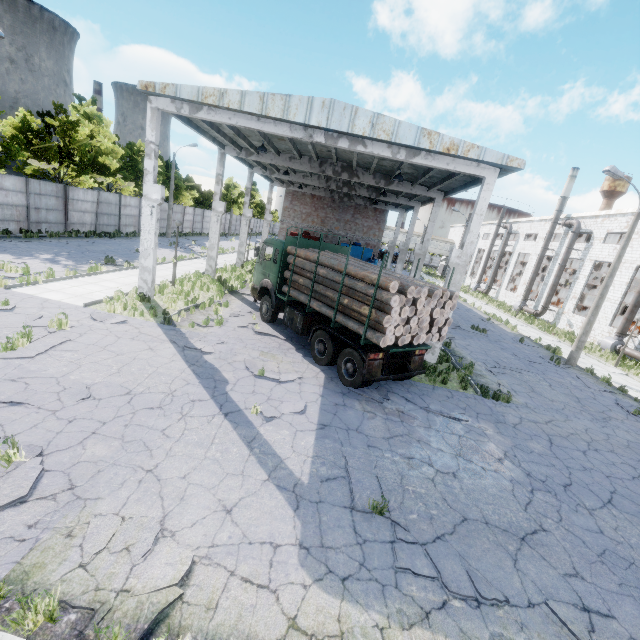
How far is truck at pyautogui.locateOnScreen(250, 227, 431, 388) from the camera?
9.5m

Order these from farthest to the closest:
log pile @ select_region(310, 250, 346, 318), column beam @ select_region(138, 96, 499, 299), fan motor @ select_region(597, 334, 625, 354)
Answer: fan motor @ select_region(597, 334, 625, 354) < column beam @ select_region(138, 96, 499, 299) < log pile @ select_region(310, 250, 346, 318)

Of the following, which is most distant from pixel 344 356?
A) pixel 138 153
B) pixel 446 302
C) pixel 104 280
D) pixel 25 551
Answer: pixel 138 153

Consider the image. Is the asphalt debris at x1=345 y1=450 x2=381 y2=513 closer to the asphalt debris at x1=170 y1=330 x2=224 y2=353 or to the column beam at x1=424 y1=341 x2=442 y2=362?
the asphalt debris at x1=170 y1=330 x2=224 y2=353

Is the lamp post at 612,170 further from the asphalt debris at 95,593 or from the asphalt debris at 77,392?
the asphalt debris at 77,392

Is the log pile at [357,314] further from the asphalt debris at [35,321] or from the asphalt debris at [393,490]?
the asphalt debris at [35,321]

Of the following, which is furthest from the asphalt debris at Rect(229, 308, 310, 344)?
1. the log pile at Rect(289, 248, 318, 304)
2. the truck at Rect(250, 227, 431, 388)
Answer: the log pile at Rect(289, 248, 318, 304)

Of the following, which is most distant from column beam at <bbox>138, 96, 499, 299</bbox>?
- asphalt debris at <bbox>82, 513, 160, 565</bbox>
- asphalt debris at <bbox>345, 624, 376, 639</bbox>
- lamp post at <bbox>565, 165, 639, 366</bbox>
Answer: asphalt debris at <bbox>82, 513, 160, 565</bbox>
